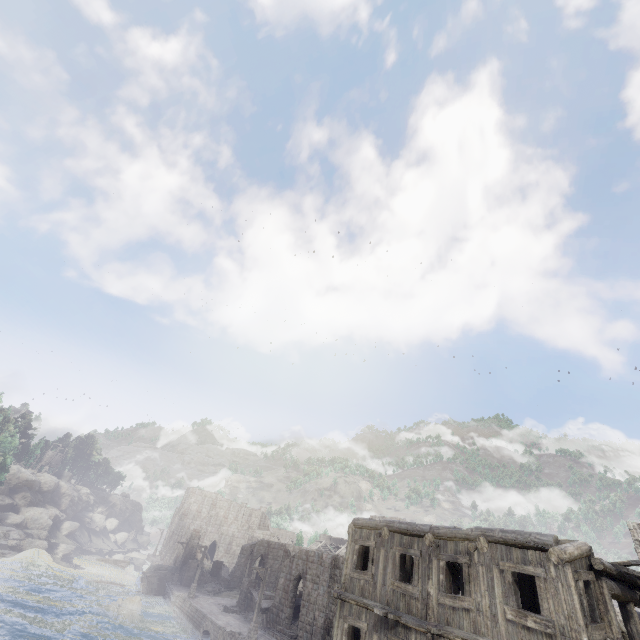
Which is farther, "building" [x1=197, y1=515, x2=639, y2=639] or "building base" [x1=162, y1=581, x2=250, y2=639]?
"building base" [x1=162, y1=581, x2=250, y2=639]

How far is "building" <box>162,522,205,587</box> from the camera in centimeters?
4459cm

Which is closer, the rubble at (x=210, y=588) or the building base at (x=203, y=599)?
the building base at (x=203, y=599)

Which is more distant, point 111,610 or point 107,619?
point 111,610

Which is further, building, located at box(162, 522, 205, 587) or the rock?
the rock

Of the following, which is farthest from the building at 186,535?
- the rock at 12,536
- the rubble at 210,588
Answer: the rock at 12,536

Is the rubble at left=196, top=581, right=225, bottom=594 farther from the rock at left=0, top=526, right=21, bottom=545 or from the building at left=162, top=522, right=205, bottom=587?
the rock at left=0, top=526, right=21, bottom=545
